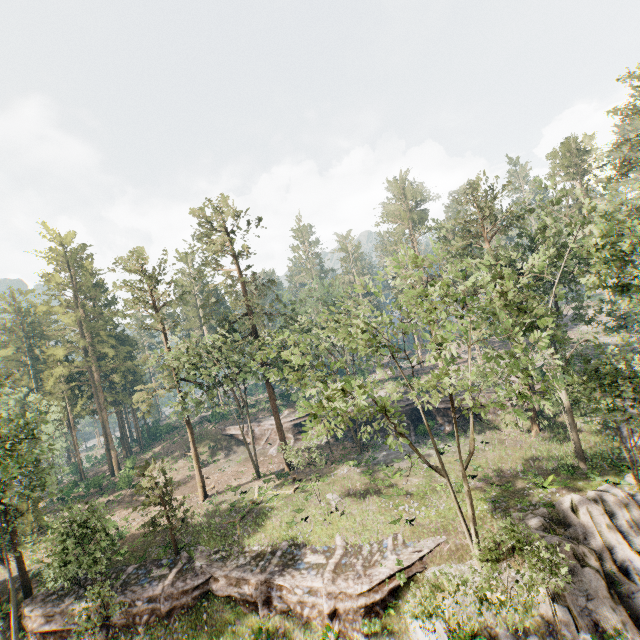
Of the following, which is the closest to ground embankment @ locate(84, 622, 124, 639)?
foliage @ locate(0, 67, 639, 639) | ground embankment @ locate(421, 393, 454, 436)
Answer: foliage @ locate(0, 67, 639, 639)

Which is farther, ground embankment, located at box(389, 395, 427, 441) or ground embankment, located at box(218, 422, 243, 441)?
ground embankment, located at box(218, 422, 243, 441)

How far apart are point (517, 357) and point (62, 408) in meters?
59.6

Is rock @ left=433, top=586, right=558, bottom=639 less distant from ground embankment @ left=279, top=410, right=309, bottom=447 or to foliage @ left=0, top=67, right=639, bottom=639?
foliage @ left=0, top=67, right=639, bottom=639

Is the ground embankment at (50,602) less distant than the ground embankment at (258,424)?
Yes

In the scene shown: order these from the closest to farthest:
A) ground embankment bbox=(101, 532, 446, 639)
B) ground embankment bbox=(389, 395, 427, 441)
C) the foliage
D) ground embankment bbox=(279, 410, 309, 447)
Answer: the foliage < ground embankment bbox=(101, 532, 446, 639) < ground embankment bbox=(389, 395, 427, 441) < ground embankment bbox=(279, 410, 309, 447)

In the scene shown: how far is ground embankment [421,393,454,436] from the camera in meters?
37.2 m

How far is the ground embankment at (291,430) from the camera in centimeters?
4600cm
